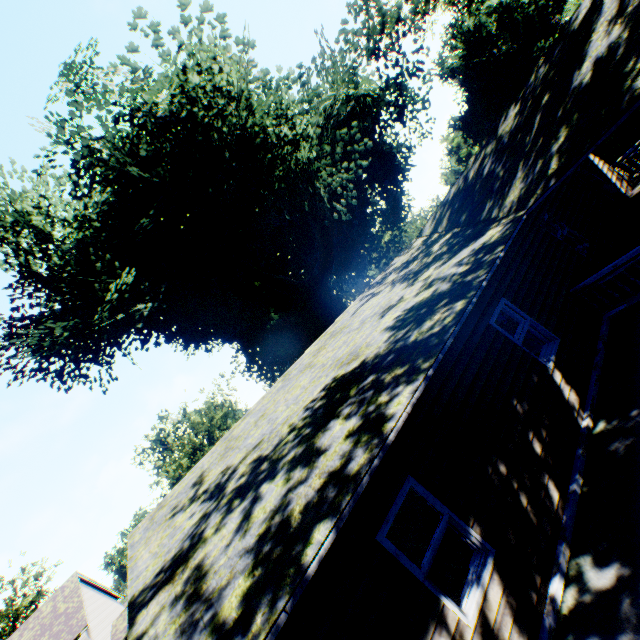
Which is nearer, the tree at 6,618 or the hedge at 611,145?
the hedge at 611,145

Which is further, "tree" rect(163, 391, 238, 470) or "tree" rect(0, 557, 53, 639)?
"tree" rect(163, 391, 238, 470)

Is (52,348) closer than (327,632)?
No

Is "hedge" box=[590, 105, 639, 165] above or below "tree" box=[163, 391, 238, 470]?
below

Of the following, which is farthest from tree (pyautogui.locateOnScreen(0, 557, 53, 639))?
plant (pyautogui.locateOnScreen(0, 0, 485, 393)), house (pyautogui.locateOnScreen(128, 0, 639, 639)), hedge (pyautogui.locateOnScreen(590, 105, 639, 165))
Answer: hedge (pyautogui.locateOnScreen(590, 105, 639, 165))

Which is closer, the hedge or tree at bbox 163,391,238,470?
the hedge

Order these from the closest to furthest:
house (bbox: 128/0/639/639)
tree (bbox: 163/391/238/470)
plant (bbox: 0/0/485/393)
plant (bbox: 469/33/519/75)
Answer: house (bbox: 128/0/639/639) → plant (bbox: 0/0/485/393) → tree (bbox: 163/391/238/470) → plant (bbox: 469/33/519/75)

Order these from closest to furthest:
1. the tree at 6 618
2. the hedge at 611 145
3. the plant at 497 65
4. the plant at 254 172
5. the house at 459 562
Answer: the house at 459 562, the plant at 254 172, the hedge at 611 145, the tree at 6 618, the plant at 497 65
